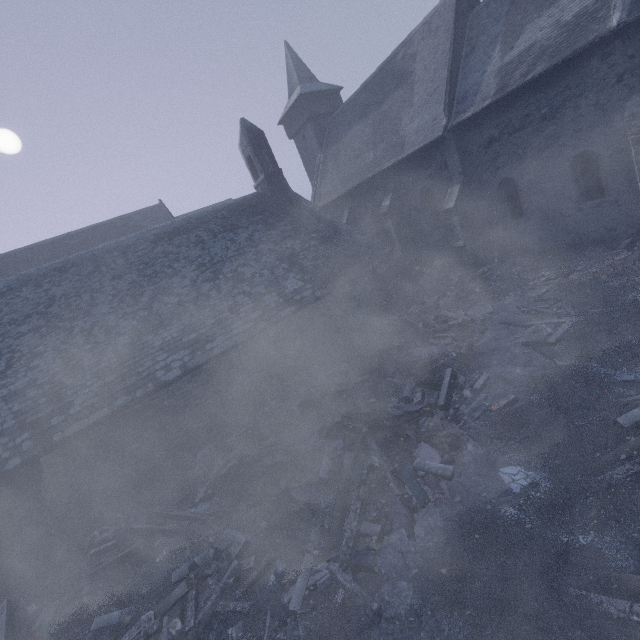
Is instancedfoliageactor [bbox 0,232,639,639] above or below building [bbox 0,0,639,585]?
below

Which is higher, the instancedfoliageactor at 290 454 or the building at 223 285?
the building at 223 285

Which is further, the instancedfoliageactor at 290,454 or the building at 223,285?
the building at 223,285

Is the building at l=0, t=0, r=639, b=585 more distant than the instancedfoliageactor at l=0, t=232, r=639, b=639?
Yes

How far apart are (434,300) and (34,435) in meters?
15.3
